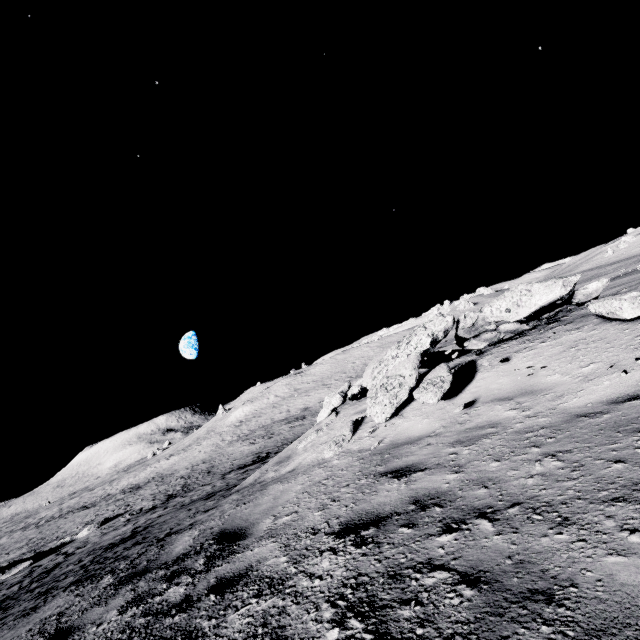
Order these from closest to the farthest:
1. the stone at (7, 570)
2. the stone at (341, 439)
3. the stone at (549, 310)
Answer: the stone at (549, 310)
the stone at (341, 439)
the stone at (7, 570)

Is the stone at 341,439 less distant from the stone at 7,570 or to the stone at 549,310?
the stone at 549,310

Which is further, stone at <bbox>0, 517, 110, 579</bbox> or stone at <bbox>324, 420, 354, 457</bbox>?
stone at <bbox>0, 517, 110, 579</bbox>

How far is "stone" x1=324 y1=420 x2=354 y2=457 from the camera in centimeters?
602cm

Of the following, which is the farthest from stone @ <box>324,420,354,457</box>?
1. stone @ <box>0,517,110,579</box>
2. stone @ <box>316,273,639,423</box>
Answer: stone @ <box>0,517,110,579</box>

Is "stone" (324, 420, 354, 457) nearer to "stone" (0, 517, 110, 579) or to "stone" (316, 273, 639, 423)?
"stone" (316, 273, 639, 423)

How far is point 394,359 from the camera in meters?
7.3 m

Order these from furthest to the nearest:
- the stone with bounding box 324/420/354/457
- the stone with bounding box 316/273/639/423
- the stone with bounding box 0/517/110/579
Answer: the stone with bounding box 0/517/110/579
the stone with bounding box 324/420/354/457
the stone with bounding box 316/273/639/423
